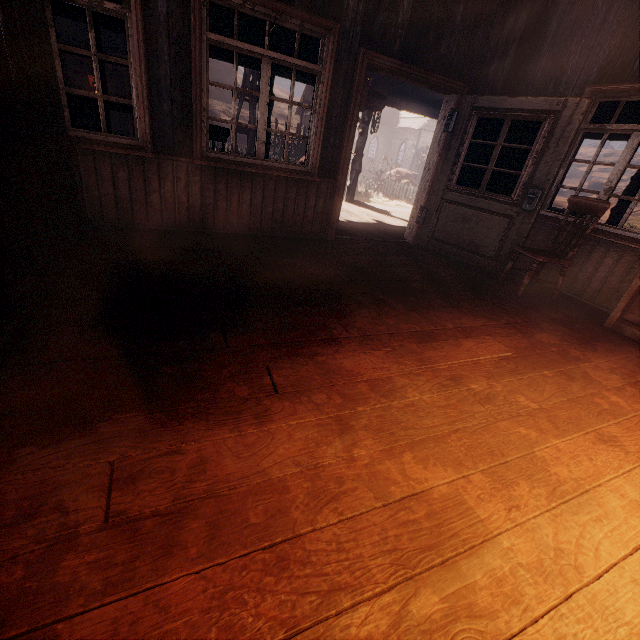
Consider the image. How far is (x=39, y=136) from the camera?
2.53m

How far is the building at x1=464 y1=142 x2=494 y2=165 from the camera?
5.2 meters

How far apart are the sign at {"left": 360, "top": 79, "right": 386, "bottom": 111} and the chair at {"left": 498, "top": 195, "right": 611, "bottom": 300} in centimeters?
405cm

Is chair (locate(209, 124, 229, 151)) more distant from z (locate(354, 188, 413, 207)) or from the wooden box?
z (locate(354, 188, 413, 207))

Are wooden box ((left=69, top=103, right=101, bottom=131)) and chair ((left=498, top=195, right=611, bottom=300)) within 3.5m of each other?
no

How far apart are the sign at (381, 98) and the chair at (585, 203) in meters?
4.0

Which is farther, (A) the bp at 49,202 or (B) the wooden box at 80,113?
(B) the wooden box at 80,113

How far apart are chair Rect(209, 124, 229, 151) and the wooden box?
0.7 meters
